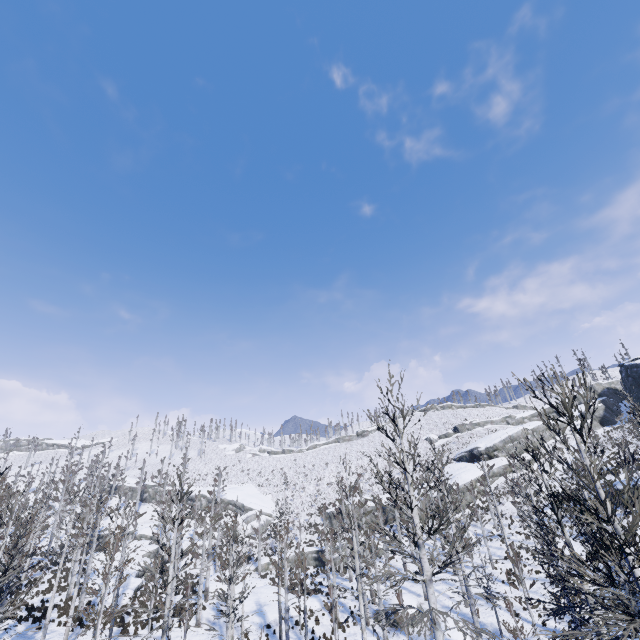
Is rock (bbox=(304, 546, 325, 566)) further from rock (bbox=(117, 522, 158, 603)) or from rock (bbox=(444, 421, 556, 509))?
rock (bbox=(444, 421, 556, 509))

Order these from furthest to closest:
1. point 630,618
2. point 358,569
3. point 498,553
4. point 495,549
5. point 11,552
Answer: point 495,549 → point 498,553 → point 11,552 → point 358,569 → point 630,618

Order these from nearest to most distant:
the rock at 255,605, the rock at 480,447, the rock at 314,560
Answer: the rock at 255,605 < the rock at 314,560 < the rock at 480,447

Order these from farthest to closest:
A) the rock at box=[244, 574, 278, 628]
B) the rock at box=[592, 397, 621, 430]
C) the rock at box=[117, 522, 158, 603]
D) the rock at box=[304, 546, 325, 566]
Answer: the rock at box=[592, 397, 621, 430], the rock at box=[304, 546, 325, 566], the rock at box=[117, 522, 158, 603], the rock at box=[244, 574, 278, 628]

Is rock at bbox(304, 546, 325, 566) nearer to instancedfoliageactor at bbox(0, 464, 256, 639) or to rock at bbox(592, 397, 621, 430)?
instancedfoliageactor at bbox(0, 464, 256, 639)

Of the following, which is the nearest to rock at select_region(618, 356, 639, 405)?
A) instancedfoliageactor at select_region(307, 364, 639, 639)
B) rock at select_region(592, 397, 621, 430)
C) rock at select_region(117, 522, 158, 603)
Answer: rock at select_region(592, 397, 621, 430)

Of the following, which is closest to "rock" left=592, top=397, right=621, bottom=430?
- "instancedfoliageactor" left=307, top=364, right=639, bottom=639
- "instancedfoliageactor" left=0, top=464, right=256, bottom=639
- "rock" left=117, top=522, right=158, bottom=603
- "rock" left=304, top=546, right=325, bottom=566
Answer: "instancedfoliageactor" left=307, top=364, right=639, bottom=639

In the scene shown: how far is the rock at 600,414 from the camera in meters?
53.8
